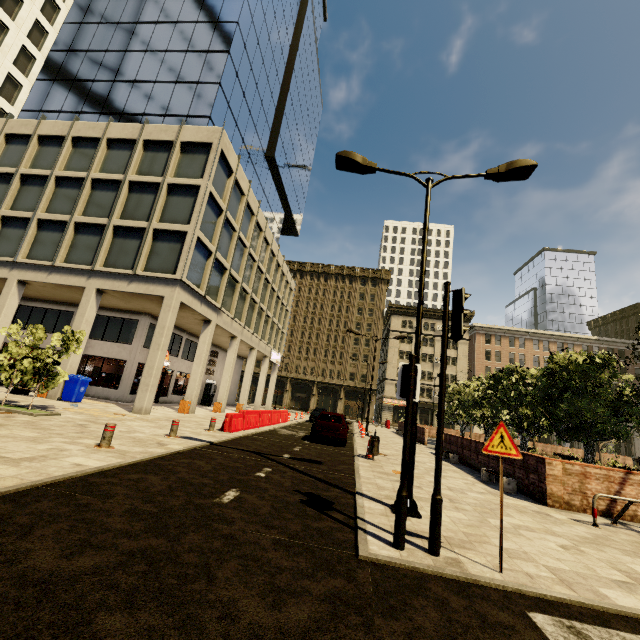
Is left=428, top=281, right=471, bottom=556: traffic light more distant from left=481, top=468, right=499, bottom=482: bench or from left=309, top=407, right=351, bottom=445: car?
left=309, top=407, right=351, bottom=445: car

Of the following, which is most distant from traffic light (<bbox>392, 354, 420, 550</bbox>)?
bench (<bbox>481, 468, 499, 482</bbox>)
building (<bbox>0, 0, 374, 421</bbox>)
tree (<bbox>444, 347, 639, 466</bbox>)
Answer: tree (<bbox>444, 347, 639, 466</bbox>)

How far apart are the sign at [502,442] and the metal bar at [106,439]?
7.91m

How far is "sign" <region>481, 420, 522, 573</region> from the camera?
4.19m

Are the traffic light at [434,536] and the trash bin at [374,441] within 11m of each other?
yes

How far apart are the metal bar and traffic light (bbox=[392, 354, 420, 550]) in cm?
669

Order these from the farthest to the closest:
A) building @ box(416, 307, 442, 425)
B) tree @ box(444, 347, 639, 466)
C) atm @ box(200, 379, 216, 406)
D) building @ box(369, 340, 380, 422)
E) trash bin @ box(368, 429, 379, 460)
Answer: building @ box(369, 340, 380, 422), building @ box(416, 307, 442, 425), atm @ box(200, 379, 216, 406), tree @ box(444, 347, 639, 466), trash bin @ box(368, 429, 379, 460)

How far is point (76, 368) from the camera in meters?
16.9
